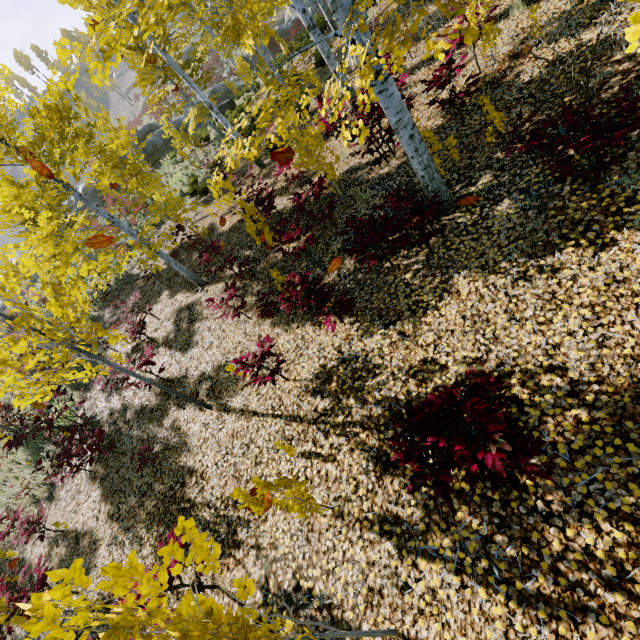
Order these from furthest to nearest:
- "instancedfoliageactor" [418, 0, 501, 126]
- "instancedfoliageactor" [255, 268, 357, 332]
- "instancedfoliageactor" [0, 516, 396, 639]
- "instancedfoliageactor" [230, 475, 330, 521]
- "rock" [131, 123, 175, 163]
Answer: "rock" [131, 123, 175, 163] < "instancedfoliageactor" [255, 268, 357, 332] < "instancedfoliageactor" [230, 475, 330, 521] < "instancedfoliageactor" [418, 0, 501, 126] < "instancedfoliageactor" [0, 516, 396, 639]

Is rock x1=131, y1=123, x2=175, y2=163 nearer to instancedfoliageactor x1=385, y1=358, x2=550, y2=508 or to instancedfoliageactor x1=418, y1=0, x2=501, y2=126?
instancedfoliageactor x1=418, y1=0, x2=501, y2=126

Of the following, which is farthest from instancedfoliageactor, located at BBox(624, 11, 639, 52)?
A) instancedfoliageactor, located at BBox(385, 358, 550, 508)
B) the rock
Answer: the rock

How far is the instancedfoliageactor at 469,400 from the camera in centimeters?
225cm

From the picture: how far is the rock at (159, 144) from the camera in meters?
25.6

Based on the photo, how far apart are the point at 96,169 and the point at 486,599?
19.29m

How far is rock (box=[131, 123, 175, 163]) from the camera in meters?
25.6

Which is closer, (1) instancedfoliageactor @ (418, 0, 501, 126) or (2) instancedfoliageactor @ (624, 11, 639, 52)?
(2) instancedfoliageactor @ (624, 11, 639, 52)
